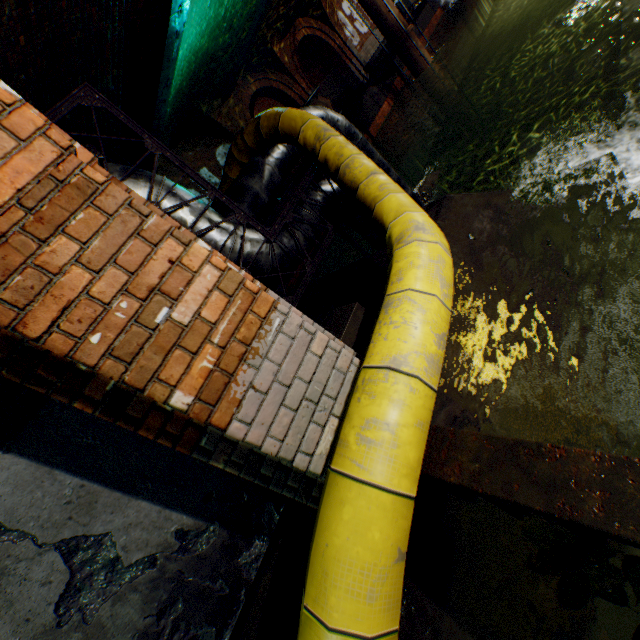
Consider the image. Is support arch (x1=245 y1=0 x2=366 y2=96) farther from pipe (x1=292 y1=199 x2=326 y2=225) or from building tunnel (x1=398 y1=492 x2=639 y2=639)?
building tunnel (x1=398 y1=492 x2=639 y2=639)

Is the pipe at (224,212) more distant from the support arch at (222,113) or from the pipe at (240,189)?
the support arch at (222,113)

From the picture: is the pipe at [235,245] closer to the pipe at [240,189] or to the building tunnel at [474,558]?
the pipe at [240,189]

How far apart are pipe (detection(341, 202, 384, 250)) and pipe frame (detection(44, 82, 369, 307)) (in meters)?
0.02

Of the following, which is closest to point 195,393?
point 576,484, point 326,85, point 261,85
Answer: point 576,484

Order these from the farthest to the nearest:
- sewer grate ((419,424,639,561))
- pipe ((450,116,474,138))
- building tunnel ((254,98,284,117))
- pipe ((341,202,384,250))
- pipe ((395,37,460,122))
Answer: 1. building tunnel ((254,98,284,117))
2. pipe ((450,116,474,138))
3. pipe ((395,37,460,122))
4. pipe ((341,202,384,250))
5. sewer grate ((419,424,639,561))

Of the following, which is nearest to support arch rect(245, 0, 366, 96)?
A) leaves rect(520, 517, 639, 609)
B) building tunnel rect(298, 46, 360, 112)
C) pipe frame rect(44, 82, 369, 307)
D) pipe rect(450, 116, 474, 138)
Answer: building tunnel rect(298, 46, 360, 112)

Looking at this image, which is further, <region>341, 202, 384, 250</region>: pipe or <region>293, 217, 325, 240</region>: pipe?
<region>341, 202, 384, 250</region>: pipe
